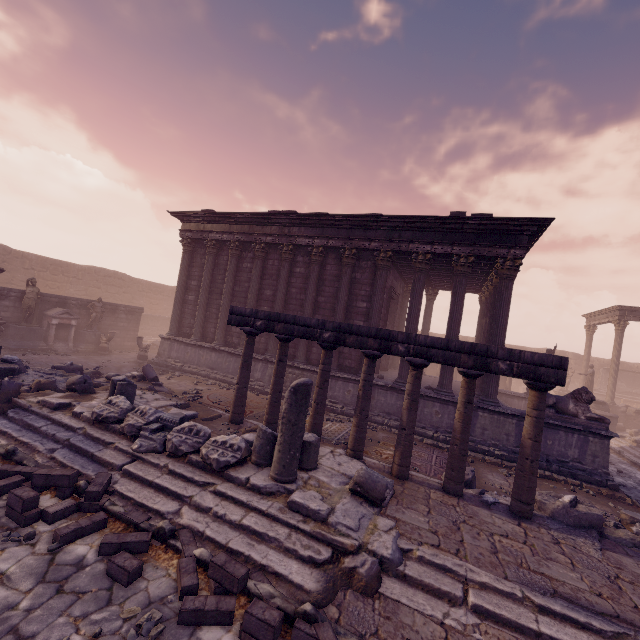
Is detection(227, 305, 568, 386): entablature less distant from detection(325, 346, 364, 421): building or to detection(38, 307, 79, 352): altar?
detection(325, 346, 364, 421): building

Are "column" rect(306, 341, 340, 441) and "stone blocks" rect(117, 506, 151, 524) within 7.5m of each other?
yes

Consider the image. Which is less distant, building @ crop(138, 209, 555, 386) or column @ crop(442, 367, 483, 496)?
column @ crop(442, 367, 483, 496)

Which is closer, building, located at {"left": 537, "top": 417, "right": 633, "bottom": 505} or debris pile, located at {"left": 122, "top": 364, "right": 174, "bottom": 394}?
building, located at {"left": 537, "top": 417, "right": 633, "bottom": 505}

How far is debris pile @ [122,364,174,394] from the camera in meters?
10.3

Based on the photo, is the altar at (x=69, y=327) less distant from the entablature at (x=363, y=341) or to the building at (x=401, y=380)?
the building at (x=401, y=380)

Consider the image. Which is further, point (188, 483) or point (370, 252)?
point (370, 252)

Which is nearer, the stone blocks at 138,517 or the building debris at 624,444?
the stone blocks at 138,517
